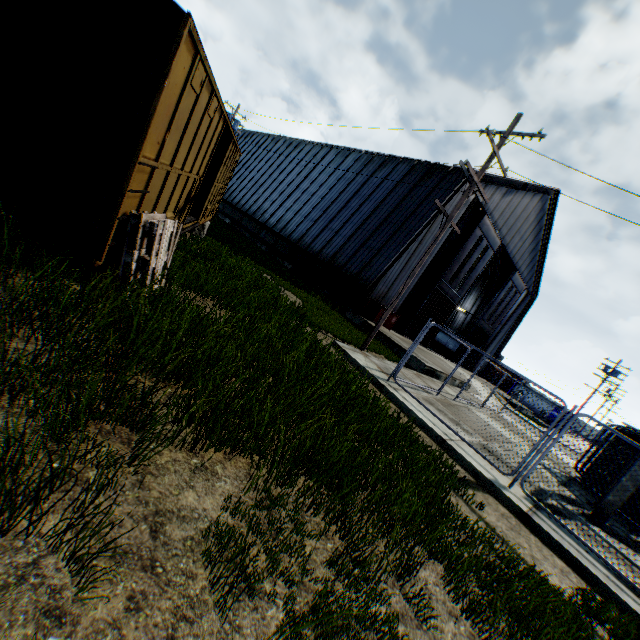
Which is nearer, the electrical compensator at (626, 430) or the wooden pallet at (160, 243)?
the wooden pallet at (160, 243)

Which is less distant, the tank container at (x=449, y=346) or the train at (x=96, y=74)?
the train at (x=96, y=74)

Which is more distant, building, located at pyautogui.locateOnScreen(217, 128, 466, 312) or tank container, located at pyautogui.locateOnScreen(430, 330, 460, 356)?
tank container, located at pyautogui.locateOnScreen(430, 330, 460, 356)

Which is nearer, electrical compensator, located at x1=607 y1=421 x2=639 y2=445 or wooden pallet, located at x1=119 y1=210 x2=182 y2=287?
wooden pallet, located at x1=119 y1=210 x2=182 y2=287

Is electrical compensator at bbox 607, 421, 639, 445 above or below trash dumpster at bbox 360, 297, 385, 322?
above

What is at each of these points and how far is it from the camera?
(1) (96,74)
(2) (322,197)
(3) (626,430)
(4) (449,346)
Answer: (1) train, 3.6m
(2) building, 26.2m
(3) electrical compensator, 12.0m
(4) tank container, 38.7m

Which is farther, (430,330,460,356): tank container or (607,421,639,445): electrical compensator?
(430,330,460,356): tank container

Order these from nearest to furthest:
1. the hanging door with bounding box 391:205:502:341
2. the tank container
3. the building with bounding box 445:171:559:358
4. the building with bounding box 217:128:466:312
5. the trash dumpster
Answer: the trash dumpster → the building with bounding box 217:128:466:312 → the building with bounding box 445:171:559:358 → the hanging door with bounding box 391:205:502:341 → the tank container
